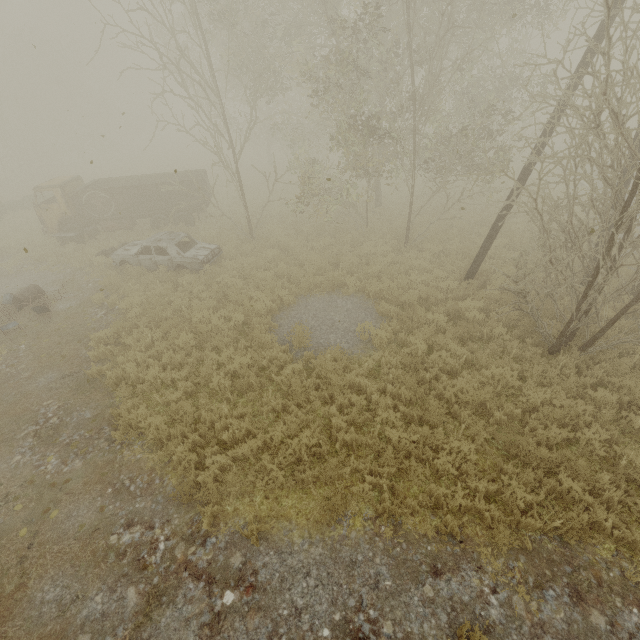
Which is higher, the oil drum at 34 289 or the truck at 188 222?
the truck at 188 222

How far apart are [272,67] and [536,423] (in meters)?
15.47

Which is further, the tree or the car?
the car

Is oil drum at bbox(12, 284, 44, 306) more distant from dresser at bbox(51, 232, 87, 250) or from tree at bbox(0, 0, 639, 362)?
tree at bbox(0, 0, 639, 362)

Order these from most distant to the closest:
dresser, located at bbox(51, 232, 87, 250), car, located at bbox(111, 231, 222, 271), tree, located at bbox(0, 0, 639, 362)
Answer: dresser, located at bbox(51, 232, 87, 250), car, located at bbox(111, 231, 222, 271), tree, located at bbox(0, 0, 639, 362)

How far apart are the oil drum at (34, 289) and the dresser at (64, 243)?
4.5m

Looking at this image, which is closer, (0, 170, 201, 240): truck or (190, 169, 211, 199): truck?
(0, 170, 201, 240): truck

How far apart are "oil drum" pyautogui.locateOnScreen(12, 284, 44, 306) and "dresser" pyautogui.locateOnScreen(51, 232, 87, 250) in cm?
449
